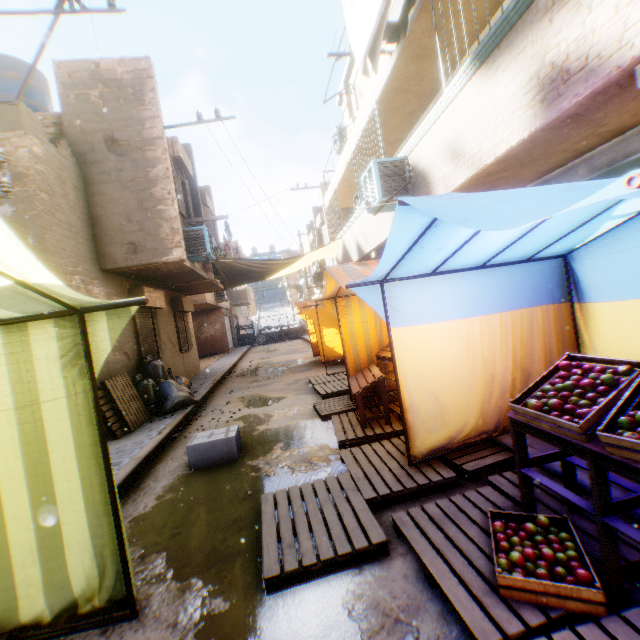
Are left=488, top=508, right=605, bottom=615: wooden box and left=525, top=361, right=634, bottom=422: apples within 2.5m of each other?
yes

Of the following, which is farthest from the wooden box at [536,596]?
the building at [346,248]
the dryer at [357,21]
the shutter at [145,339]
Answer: the shutter at [145,339]

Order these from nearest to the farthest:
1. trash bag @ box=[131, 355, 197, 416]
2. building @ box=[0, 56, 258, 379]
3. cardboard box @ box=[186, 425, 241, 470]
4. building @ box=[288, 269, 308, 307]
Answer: →
1. cardboard box @ box=[186, 425, 241, 470]
2. building @ box=[0, 56, 258, 379]
3. trash bag @ box=[131, 355, 197, 416]
4. building @ box=[288, 269, 308, 307]

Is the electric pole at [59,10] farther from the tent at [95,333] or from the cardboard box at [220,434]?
the cardboard box at [220,434]

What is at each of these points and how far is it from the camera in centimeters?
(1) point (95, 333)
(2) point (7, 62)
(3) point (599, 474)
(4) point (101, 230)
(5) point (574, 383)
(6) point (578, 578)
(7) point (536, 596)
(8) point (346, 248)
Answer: (1) tent, 216cm
(2) water tank, 859cm
(3) table, 186cm
(4) building, 755cm
(5) apples, 215cm
(6) apples, 185cm
(7) wooden box, 187cm
(8) building, 1195cm

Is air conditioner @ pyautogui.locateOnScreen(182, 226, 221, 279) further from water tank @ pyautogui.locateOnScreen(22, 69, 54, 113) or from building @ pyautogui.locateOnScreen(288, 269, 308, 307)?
water tank @ pyautogui.locateOnScreen(22, 69, 54, 113)

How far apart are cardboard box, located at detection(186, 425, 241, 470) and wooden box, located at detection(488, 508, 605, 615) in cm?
279

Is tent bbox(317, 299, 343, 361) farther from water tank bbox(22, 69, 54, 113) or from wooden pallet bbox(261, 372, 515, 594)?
water tank bbox(22, 69, 54, 113)
